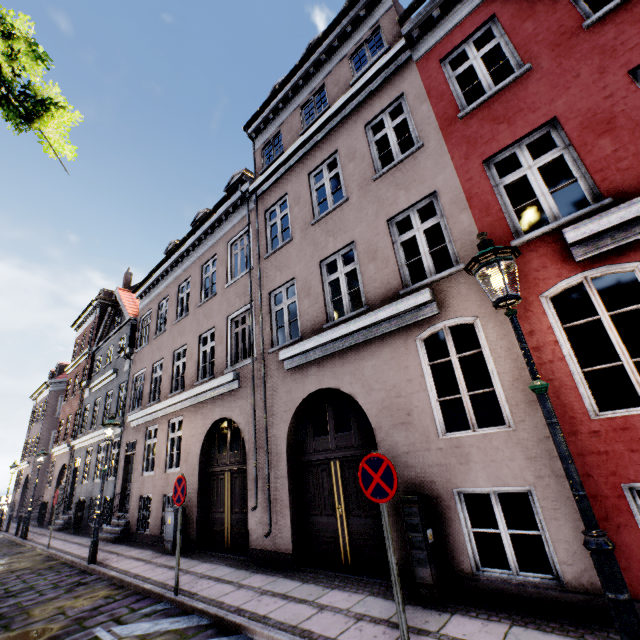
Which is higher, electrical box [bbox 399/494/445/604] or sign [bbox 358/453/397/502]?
sign [bbox 358/453/397/502]

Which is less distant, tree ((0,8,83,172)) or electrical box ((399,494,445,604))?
tree ((0,8,83,172))

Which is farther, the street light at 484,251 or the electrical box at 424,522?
the electrical box at 424,522

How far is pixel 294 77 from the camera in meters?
10.5 m

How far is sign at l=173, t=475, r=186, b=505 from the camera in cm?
618

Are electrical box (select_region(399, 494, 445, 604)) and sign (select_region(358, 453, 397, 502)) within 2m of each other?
yes

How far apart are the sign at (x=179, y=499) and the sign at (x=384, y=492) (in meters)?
4.00

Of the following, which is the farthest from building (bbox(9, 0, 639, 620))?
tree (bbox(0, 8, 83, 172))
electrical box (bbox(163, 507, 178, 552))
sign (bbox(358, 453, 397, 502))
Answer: tree (bbox(0, 8, 83, 172))
